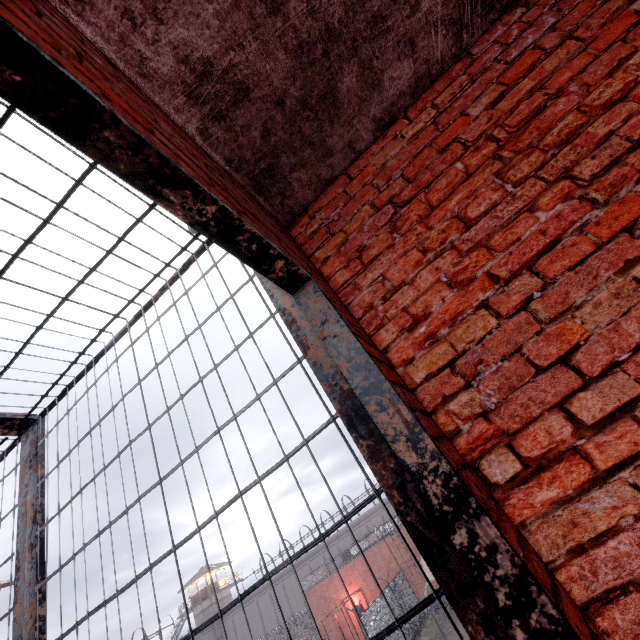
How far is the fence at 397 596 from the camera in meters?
20.2 m

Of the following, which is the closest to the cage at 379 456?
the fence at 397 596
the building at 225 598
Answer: the fence at 397 596

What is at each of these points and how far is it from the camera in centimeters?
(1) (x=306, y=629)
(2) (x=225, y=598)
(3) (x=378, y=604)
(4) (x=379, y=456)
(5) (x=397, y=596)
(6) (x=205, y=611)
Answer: (1) fence, 3450cm
(2) building, 4928cm
(3) fence, 1912cm
(4) cage, 98cm
(5) fence, 2114cm
(6) building, 4734cm

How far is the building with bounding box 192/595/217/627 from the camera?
46.91m

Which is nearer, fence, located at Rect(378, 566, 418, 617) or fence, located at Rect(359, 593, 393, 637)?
fence, located at Rect(359, 593, 393, 637)

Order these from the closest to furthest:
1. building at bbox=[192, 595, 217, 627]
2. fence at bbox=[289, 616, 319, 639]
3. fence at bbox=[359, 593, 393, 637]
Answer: fence at bbox=[359, 593, 393, 637] < fence at bbox=[289, 616, 319, 639] < building at bbox=[192, 595, 217, 627]

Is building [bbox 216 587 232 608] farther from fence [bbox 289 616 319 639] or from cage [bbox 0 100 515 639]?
cage [bbox 0 100 515 639]
